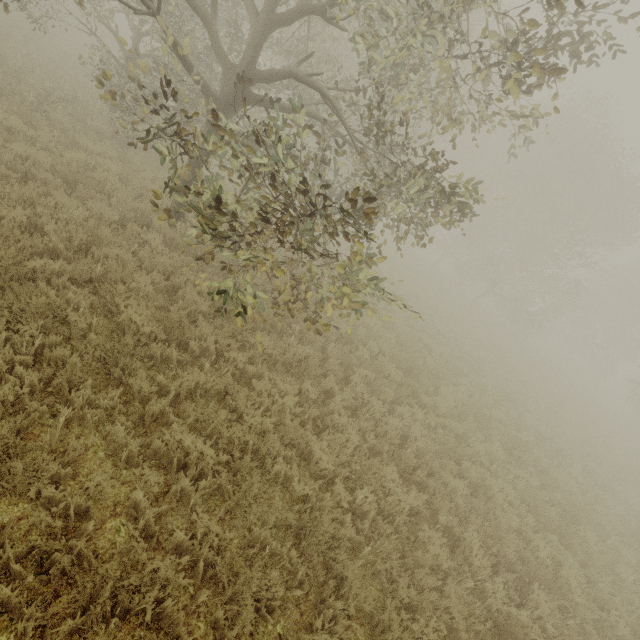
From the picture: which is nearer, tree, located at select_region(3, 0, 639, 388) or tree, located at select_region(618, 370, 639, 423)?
tree, located at select_region(3, 0, 639, 388)

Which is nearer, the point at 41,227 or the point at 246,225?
the point at 41,227

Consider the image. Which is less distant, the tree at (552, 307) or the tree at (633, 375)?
the tree at (552, 307)
